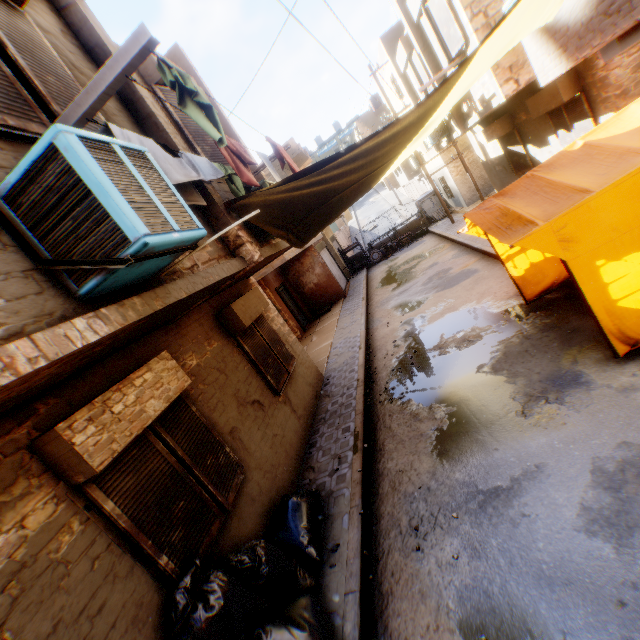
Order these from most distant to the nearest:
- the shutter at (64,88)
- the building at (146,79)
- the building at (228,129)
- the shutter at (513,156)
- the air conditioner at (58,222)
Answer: the shutter at (513,156) < the building at (228,129) < the building at (146,79) < the shutter at (64,88) < the air conditioner at (58,222)

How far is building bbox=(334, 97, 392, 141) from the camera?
35.0m

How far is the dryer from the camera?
2.25m

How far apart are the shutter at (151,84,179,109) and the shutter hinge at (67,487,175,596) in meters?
4.4

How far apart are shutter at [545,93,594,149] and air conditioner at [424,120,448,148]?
3.7m

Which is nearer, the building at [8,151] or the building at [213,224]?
the building at [8,151]

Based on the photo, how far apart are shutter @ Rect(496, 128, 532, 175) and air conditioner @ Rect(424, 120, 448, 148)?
1.8m

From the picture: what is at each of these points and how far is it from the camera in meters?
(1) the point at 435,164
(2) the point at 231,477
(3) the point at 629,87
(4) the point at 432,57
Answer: (1) building, 19.9 m
(2) shutter, 4.5 m
(3) building, 6.7 m
(4) building, 10.0 m
